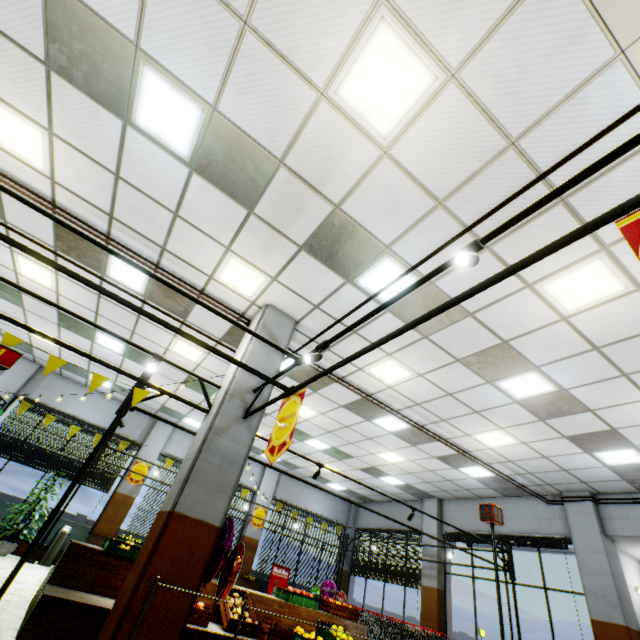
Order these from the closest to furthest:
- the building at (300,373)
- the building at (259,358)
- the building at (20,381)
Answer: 1. the building at (259,358)
2. the building at (300,373)
3. the building at (20,381)

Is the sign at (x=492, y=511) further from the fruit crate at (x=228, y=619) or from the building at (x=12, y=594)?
the fruit crate at (x=228, y=619)

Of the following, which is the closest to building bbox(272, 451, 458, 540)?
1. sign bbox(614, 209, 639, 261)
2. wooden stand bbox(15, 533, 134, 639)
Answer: wooden stand bbox(15, 533, 134, 639)

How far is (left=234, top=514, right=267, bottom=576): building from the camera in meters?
12.3 m

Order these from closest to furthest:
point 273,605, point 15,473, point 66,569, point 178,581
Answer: point 178,581, point 66,569, point 273,605, point 15,473

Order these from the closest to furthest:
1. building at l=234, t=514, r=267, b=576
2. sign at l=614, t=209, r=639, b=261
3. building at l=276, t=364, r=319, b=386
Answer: sign at l=614, t=209, r=639, b=261, building at l=276, t=364, r=319, b=386, building at l=234, t=514, r=267, b=576

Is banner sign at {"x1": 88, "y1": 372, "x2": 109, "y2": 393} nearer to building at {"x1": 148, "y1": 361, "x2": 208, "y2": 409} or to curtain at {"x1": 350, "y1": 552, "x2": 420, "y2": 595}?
building at {"x1": 148, "y1": 361, "x2": 208, "y2": 409}

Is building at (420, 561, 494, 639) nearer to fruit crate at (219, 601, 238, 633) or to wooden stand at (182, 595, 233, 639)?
wooden stand at (182, 595, 233, 639)
